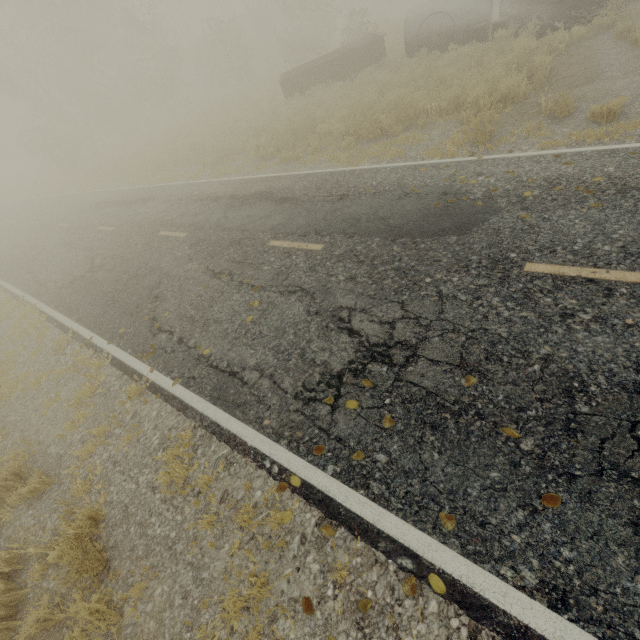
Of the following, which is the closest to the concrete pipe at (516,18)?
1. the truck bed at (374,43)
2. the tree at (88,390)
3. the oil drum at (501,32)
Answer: the oil drum at (501,32)

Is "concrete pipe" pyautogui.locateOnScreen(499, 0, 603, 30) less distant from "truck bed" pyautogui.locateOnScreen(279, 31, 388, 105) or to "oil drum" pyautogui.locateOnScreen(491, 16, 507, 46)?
"oil drum" pyautogui.locateOnScreen(491, 16, 507, 46)

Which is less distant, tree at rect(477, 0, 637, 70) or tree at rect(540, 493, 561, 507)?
tree at rect(540, 493, 561, 507)

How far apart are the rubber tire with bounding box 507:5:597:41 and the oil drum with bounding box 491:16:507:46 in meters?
1.0 m

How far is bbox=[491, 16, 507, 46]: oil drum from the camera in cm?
1239

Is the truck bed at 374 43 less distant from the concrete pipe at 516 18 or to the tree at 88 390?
the concrete pipe at 516 18

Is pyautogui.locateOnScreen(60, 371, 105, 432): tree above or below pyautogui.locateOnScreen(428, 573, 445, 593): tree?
above

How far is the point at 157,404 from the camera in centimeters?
526cm
